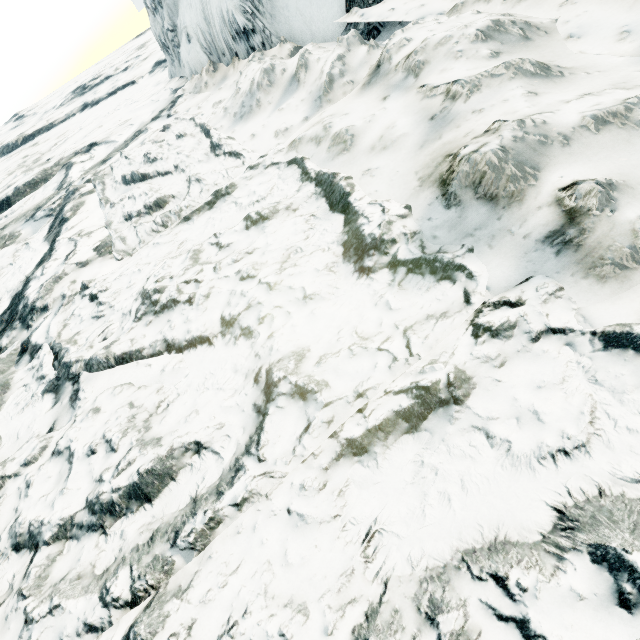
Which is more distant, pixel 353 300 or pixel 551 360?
pixel 353 300
